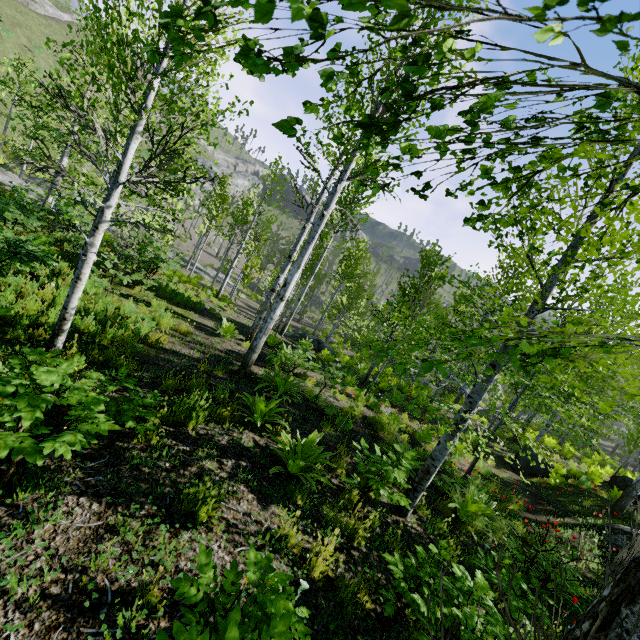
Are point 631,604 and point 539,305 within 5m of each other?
yes

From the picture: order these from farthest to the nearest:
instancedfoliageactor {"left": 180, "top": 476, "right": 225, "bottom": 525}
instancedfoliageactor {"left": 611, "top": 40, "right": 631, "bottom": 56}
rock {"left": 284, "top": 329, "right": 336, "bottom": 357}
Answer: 1. rock {"left": 284, "top": 329, "right": 336, "bottom": 357}
2. instancedfoliageactor {"left": 180, "top": 476, "right": 225, "bottom": 525}
3. instancedfoliageactor {"left": 611, "top": 40, "right": 631, "bottom": 56}

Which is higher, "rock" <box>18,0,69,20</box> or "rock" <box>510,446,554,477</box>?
"rock" <box>18,0,69,20</box>

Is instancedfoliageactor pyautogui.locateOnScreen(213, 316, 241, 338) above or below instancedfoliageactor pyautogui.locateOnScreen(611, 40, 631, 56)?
below

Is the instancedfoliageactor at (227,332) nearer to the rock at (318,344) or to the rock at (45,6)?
the rock at (318,344)

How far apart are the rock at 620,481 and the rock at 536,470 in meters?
3.7

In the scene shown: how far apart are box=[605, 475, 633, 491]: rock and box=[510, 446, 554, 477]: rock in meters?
3.7
